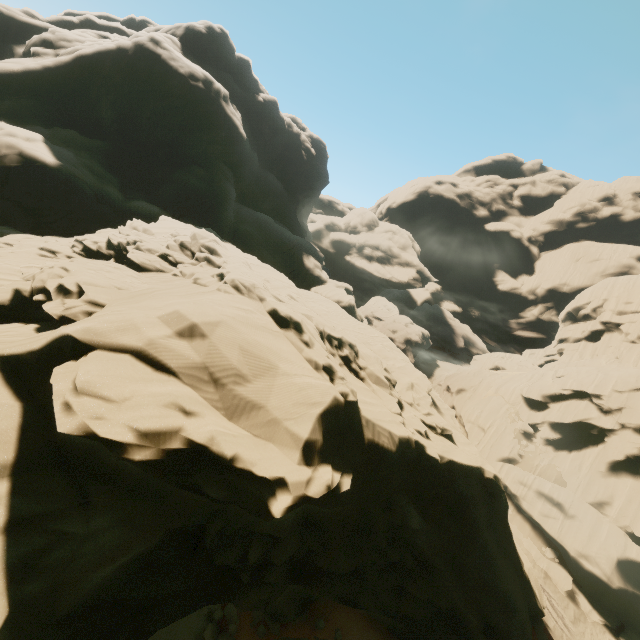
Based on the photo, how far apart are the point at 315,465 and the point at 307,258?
37.85m
